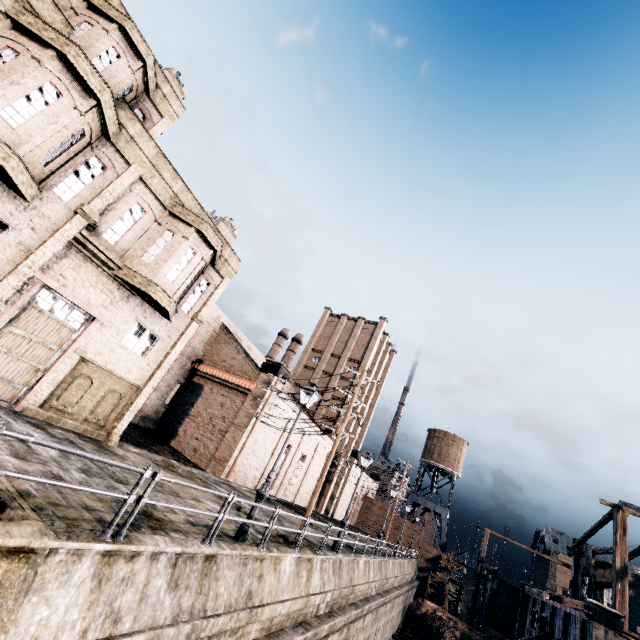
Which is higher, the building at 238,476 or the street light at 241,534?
the building at 238,476

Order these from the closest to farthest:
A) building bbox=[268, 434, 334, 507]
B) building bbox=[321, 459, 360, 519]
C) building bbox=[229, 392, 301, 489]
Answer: building bbox=[229, 392, 301, 489] → building bbox=[268, 434, 334, 507] → building bbox=[321, 459, 360, 519]

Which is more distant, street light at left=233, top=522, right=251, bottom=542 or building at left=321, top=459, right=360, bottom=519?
building at left=321, top=459, right=360, bottom=519

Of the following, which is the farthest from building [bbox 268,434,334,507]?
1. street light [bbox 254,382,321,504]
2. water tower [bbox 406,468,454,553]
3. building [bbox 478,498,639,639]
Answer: building [bbox 478,498,639,639]

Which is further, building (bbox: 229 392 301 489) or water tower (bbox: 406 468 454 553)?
water tower (bbox: 406 468 454 553)

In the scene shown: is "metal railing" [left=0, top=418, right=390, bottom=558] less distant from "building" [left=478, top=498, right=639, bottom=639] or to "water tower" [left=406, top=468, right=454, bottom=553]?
"building" [left=478, top=498, right=639, bottom=639]

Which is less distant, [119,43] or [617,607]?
[119,43]

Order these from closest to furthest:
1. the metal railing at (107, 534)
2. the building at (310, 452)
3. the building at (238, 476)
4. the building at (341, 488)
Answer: the metal railing at (107, 534), the building at (238, 476), the building at (310, 452), the building at (341, 488)
